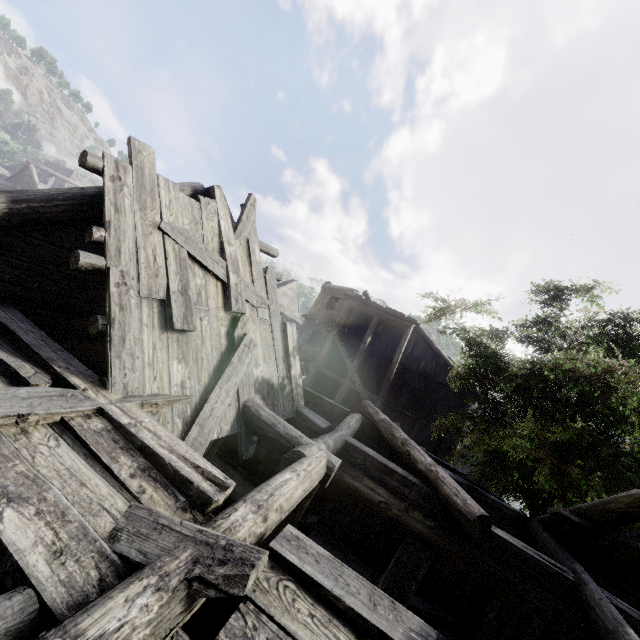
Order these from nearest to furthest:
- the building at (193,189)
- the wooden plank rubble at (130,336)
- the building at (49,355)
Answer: the building at (49,355)
the wooden plank rubble at (130,336)
the building at (193,189)

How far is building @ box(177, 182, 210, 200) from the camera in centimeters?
584cm

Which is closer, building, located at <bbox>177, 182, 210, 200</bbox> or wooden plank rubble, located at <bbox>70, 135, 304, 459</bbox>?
wooden plank rubble, located at <bbox>70, 135, 304, 459</bbox>

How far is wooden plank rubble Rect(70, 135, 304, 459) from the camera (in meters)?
3.95

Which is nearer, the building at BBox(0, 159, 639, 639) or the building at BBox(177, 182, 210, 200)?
the building at BBox(0, 159, 639, 639)

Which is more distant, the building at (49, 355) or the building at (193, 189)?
the building at (193, 189)

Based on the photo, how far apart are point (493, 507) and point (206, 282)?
8.14m
